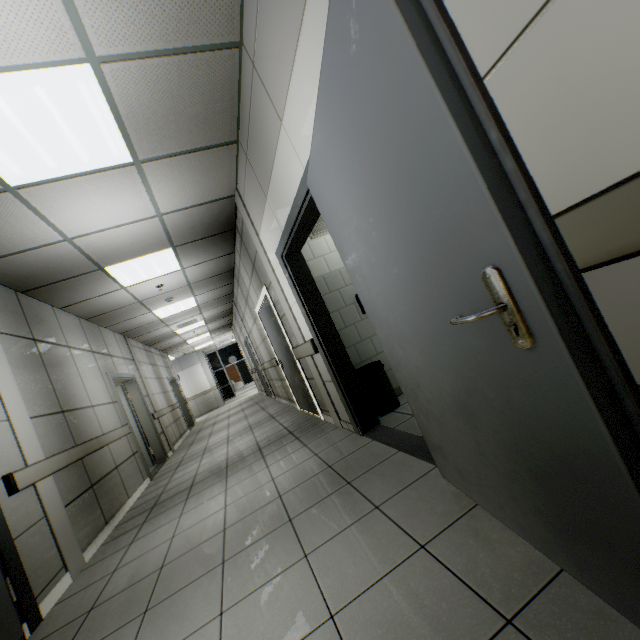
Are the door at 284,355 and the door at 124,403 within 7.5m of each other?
yes

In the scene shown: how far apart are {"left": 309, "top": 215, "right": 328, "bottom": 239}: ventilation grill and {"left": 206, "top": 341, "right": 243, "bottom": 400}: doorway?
18.0m

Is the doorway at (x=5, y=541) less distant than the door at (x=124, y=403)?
Yes

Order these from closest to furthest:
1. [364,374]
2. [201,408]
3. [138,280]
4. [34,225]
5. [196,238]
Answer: [34,225] → [364,374] → [196,238] → [138,280] → [201,408]

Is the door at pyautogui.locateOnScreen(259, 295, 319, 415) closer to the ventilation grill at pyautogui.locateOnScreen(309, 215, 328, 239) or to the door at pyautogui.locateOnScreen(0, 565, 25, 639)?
the ventilation grill at pyautogui.locateOnScreen(309, 215, 328, 239)

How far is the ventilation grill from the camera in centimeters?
430cm

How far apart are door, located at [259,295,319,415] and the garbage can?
1.2m

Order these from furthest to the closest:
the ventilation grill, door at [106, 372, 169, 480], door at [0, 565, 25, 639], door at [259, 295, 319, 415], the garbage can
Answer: door at [106, 372, 169, 480]
door at [259, 295, 319, 415]
the ventilation grill
the garbage can
door at [0, 565, 25, 639]
